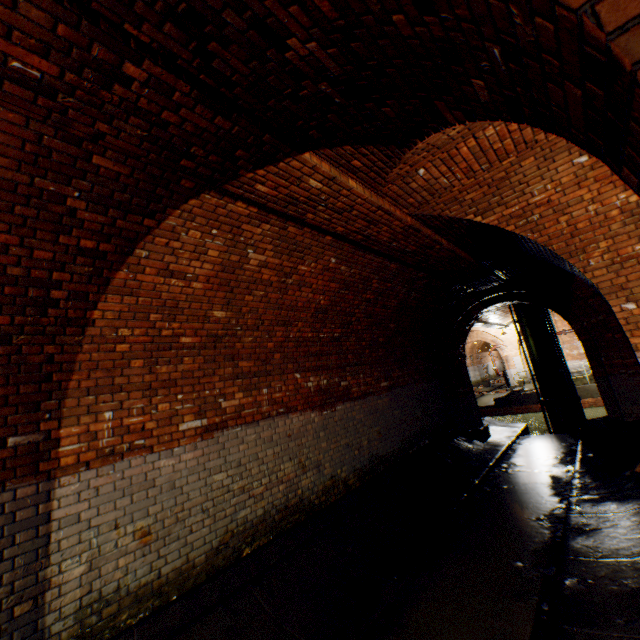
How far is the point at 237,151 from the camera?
2.8m

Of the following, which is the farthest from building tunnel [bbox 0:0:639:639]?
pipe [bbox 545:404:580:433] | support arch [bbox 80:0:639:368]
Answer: pipe [bbox 545:404:580:433]

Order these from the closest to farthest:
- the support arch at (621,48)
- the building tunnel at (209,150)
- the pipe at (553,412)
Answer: the support arch at (621,48), the building tunnel at (209,150), the pipe at (553,412)

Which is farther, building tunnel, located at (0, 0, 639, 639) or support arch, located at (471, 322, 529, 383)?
support arch, located at (471, 322, 529, 383)

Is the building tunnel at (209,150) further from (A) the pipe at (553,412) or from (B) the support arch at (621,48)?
(A) the pipe at (553,412)

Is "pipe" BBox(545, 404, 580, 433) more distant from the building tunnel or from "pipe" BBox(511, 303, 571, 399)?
the building tunnel

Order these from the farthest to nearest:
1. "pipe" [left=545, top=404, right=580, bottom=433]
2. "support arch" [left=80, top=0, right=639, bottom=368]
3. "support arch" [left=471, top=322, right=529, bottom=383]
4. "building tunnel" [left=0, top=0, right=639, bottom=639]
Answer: "support arch" [left=471, top=322, right=529, bottom=383] → "pipe" [left=545, top=404, right=580, bottom=433] → "building tunnel" [left=0, top=0, right=639, bottom=639] → "support arch" [left=80, top=0, right=639, bottom=368]

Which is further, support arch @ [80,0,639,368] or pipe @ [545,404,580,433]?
pipe @ [545,404,580,433]
